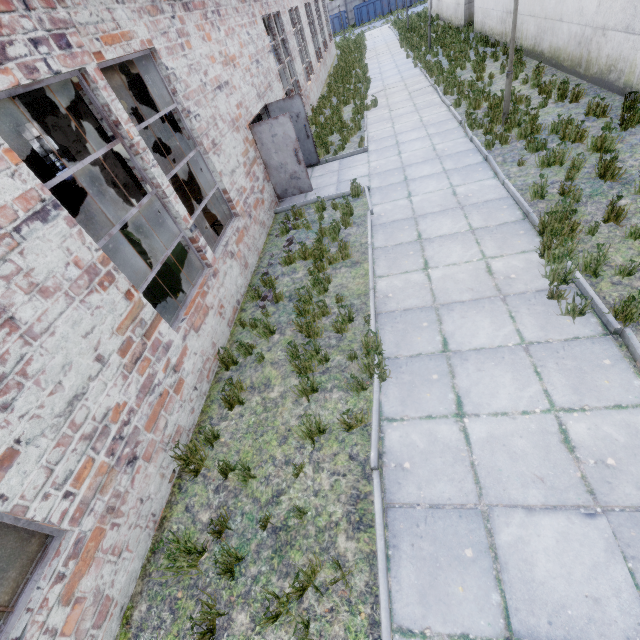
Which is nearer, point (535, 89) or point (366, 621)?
point (366, 621)

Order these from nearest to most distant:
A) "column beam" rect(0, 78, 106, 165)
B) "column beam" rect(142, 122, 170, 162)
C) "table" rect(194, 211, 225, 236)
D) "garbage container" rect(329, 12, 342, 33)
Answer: "column beam" rect(0, 78, 106, 165) → "table" rect(194, 211, 225, 236) → "column beam" rect(142, 122, 170, 162) → "garbage container" rect(329, 12, 342, 33)

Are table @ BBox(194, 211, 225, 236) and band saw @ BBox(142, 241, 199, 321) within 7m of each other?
yes

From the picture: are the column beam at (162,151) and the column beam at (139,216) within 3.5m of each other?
no

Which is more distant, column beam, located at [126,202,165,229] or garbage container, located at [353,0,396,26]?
garbage container, located at [353,0,396,26]

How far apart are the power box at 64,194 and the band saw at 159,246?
12.9m

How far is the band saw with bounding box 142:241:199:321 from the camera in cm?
619

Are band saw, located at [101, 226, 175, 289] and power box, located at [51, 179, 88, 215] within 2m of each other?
no
